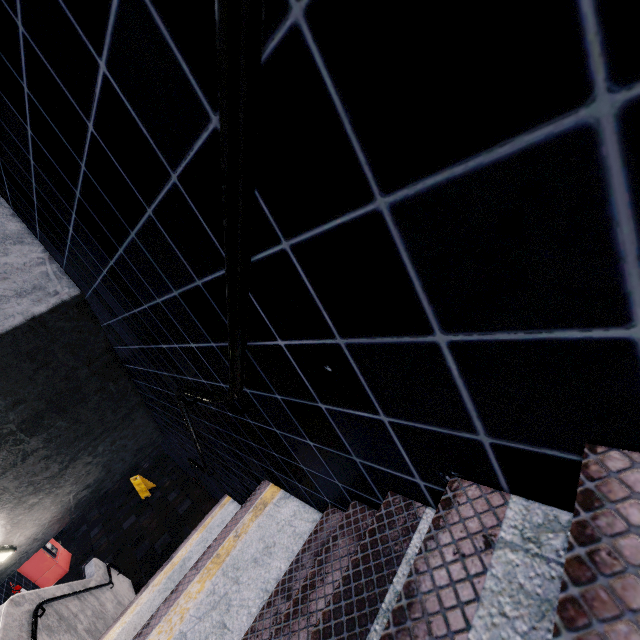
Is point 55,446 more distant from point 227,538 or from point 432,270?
point 432,270
